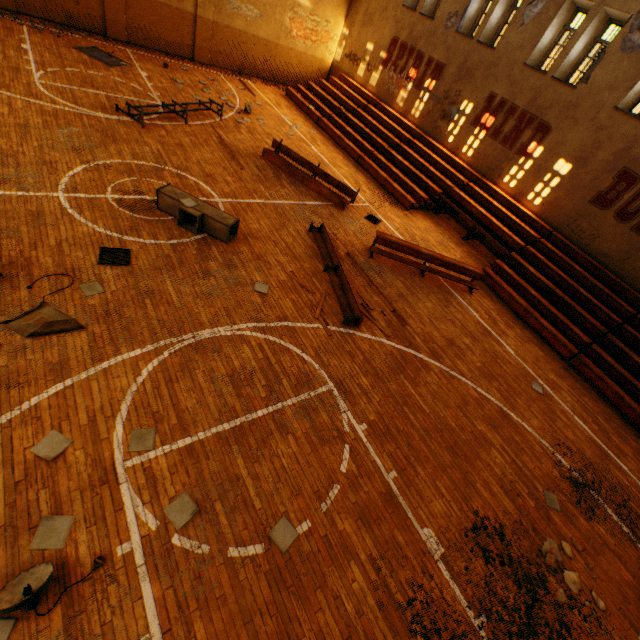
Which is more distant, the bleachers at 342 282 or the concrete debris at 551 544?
the bleachers at 342 282

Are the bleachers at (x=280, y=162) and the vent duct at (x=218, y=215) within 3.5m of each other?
no

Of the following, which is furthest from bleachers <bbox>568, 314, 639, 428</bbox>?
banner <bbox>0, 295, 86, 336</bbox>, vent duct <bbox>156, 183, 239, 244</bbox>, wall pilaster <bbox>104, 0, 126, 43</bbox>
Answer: banner <bbox>0, 295, 86, 336</bbox>

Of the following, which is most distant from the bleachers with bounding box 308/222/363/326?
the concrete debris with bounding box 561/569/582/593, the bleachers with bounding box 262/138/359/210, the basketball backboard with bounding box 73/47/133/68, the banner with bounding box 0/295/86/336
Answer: the basketball backboard with bounding box 73/47/133/68

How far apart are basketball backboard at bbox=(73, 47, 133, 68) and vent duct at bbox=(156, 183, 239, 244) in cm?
960

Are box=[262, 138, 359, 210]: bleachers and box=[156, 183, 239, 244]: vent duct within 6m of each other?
yes

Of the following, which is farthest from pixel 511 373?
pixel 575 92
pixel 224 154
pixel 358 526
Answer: pixel 224 154

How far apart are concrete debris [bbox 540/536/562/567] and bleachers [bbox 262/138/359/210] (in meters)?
10.51
